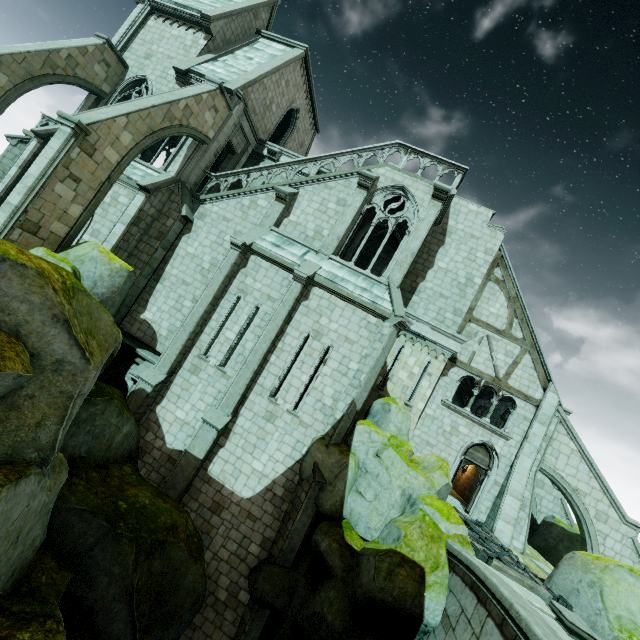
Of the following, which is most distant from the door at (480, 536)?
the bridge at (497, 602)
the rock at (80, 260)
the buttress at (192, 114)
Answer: the buttress at (192, 114)

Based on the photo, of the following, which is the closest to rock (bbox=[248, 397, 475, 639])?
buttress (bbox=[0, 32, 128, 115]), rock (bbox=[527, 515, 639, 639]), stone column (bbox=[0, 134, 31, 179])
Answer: rock (bbox=[527, 515, 639, 639])

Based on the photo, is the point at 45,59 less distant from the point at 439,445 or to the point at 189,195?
the point at 189,195

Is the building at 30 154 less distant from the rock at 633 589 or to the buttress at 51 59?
the buttress at 51 59

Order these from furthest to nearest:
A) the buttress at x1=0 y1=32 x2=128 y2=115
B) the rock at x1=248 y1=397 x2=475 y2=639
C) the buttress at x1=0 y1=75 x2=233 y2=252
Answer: the buttress at x1=0 y1=32 x2=128 y2=115 < the buttress at x1=0 y1=75 x2=233 y2=252 < the rock at x1=248 y1=397 x2=475 y2=639

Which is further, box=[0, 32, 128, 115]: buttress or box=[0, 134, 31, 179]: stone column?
box=[0, 134, 31, 179]: stone column

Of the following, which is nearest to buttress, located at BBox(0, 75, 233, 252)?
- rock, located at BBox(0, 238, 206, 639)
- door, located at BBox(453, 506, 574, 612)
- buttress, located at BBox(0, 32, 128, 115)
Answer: rock, located at BBox(0, 238, 206, 639)

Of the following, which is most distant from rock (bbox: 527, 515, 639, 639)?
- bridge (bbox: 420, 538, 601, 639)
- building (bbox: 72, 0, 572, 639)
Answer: building (bbox: 72, 0, 572, 639)
